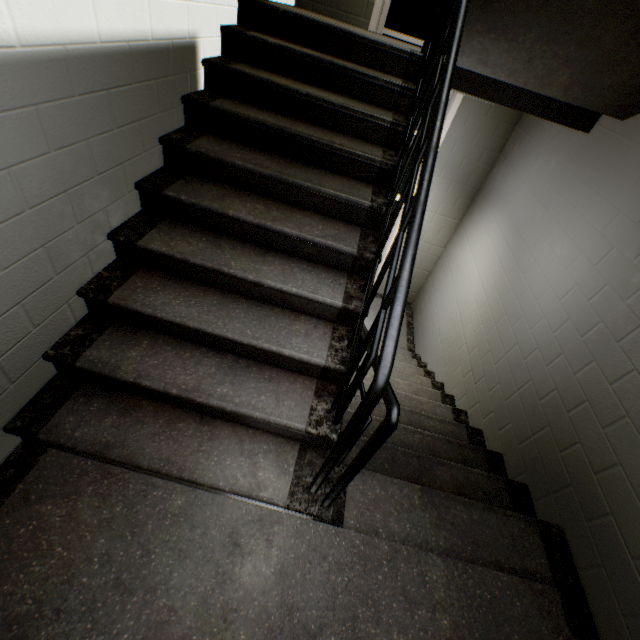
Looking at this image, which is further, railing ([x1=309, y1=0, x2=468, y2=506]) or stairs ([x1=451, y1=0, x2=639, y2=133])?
stairs ([x1=451, y1=0, x2=639, y2=133])

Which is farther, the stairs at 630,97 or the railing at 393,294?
the stairs at 630,97

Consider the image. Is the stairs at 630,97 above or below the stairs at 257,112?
above

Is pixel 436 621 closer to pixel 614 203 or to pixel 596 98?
pixel 614 203

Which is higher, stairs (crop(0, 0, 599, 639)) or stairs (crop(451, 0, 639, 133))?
stairs (crop(451, 0, 639, 133))
